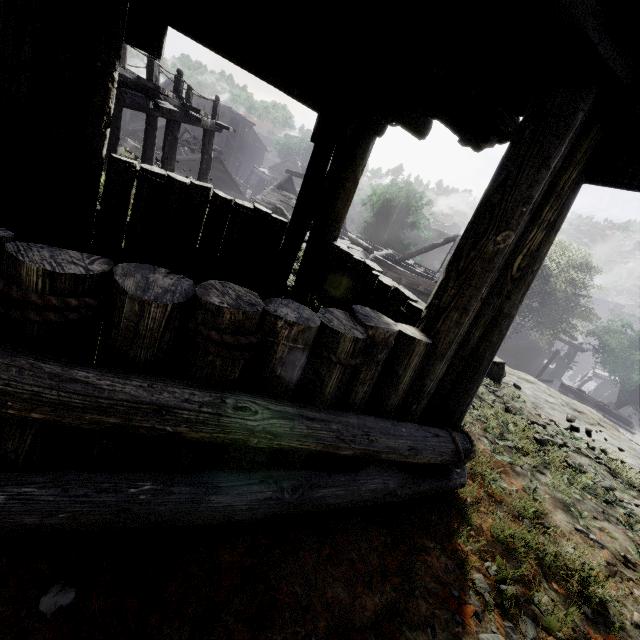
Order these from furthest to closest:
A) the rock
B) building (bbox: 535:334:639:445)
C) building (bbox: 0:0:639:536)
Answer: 1. building (bbox: 535:334:639:445)
2. the rock
3. building (bbox: 0:0:639:536)

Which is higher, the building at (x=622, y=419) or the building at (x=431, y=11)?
the building at (x=431, y=11)

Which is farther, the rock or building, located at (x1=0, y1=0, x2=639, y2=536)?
the rock

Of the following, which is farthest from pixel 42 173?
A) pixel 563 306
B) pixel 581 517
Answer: pixel 563 306

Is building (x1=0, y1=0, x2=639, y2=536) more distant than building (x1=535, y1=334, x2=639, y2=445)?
No

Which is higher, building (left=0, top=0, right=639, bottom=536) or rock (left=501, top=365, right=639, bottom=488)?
building (left=0, top=0, right=639, bottom=536)

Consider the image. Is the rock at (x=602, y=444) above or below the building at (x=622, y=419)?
above
